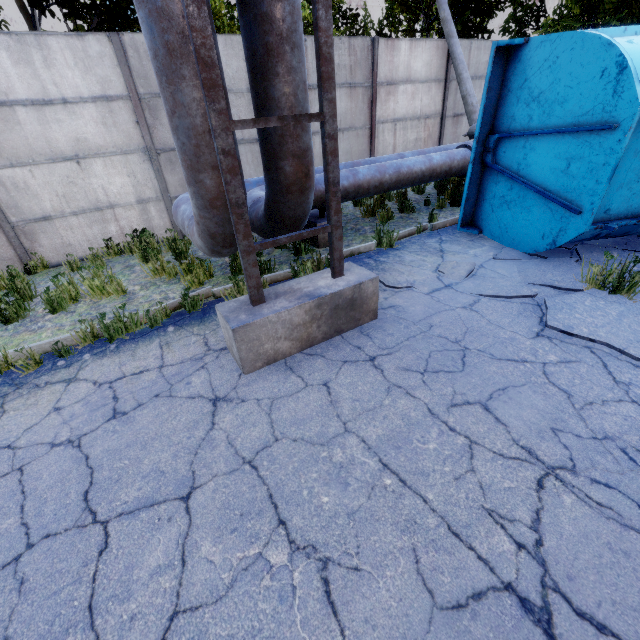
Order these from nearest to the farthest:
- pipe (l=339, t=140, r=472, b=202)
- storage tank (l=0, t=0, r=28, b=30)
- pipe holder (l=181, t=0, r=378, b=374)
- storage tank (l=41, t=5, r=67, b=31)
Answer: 1. pipe holder (l=181, t=0, r=378, b=374)
2. pipe (l=339, t=140, r=472, b=202)
3. storage tank (l=0, t=0, r=28, b=30)
4. storage tank (l=41, t=5, r=67, b=31)

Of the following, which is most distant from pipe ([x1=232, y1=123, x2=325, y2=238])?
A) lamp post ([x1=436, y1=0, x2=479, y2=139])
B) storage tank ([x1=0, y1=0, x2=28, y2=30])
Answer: storage tank ([x1=0, y1=0, x2=28, y2=30])

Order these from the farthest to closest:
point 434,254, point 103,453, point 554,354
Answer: point 434,254, point 554,354, point 103,453

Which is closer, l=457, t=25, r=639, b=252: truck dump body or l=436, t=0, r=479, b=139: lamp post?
l=457, t=25, r=639, b=252: truck dump body

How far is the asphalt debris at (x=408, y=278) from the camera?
4.6m

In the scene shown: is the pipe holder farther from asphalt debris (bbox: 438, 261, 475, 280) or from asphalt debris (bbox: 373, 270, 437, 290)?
asphalt debris (bbox: 438, 261, 475, 280)

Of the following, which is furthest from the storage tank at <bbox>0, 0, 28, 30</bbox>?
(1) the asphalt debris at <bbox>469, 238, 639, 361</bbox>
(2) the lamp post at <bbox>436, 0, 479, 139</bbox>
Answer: (1) the asphalt debris at <bbox>469, 238, 639, 361</bbox>

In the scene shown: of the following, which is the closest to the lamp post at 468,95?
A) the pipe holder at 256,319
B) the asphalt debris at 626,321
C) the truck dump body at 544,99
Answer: the truck dump body at 544,99
